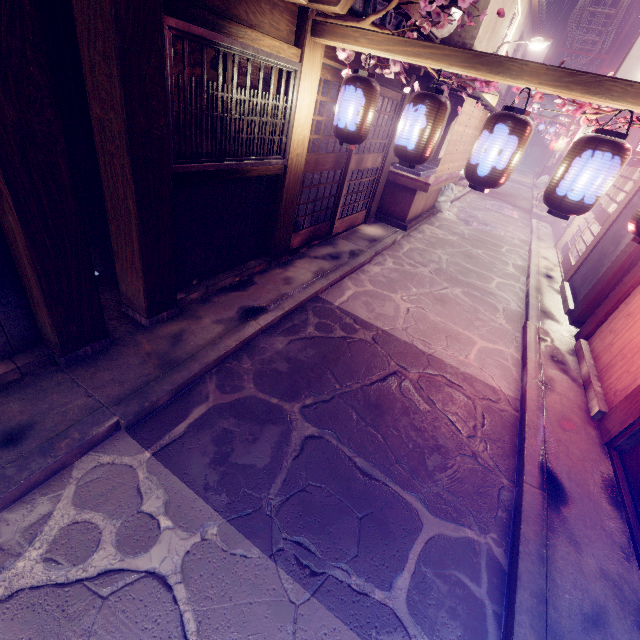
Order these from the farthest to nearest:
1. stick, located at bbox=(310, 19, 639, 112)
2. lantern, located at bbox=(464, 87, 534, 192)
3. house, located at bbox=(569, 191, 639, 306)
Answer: house, located at bbox=(569, 191, 639, 306) → lantern, located at bbox=(464, 87, 534, 192) → stick, located at bbox=(310, 19, 639, 112)

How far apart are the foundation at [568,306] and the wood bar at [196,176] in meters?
11.0 m

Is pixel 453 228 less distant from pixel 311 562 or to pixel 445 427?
pixel 445 427

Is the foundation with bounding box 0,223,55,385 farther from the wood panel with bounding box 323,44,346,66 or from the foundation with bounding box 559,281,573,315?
the foundation with bounding box 559,281,573,315

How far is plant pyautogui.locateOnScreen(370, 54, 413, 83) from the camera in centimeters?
686cm

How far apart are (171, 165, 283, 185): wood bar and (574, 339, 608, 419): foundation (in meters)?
9.29

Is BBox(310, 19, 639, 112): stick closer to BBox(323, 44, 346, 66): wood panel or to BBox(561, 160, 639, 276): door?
BBox(323, 44, 346, 66): wood panel

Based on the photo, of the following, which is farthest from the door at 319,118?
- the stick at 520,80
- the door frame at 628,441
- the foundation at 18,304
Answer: the door frame at 628,441
